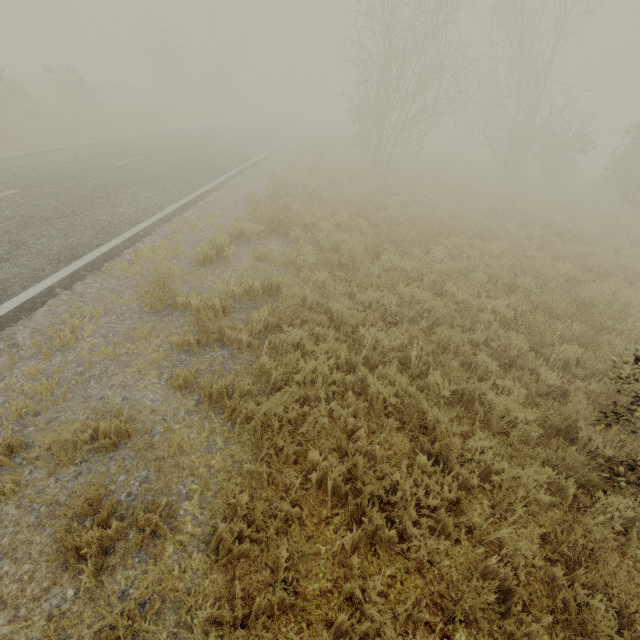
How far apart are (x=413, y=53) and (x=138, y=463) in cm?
1943

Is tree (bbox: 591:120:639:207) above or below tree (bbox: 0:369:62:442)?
above

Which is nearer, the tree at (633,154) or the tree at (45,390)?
the tree at (45,390)

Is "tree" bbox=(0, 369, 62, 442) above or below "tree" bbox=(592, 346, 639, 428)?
below

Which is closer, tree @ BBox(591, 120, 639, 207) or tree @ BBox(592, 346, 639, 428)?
tree @ BBox(592, 346, 639, 428)
